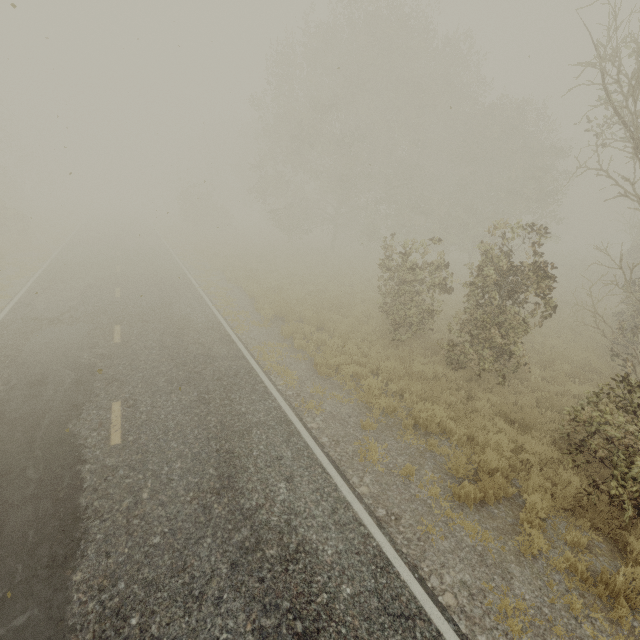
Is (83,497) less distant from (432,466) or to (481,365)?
(432,466)

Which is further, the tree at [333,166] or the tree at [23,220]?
the tree at [23,220]

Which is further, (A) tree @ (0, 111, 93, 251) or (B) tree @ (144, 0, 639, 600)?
(A) tree @ (0, 111, 93, 251)
